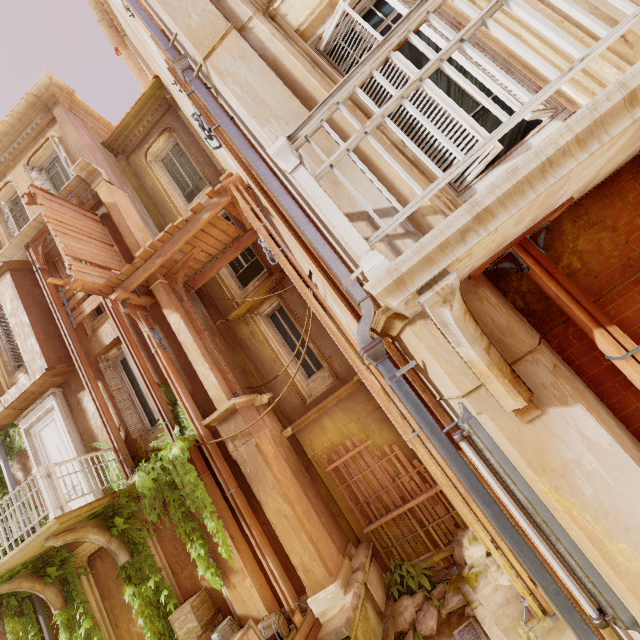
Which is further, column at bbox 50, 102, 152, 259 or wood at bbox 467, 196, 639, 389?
column at bbox 50, 102, 152, 259

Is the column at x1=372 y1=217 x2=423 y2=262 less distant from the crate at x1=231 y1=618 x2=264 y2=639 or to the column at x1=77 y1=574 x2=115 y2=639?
the crate at x1=231 y1=618 x2=264 y2=639

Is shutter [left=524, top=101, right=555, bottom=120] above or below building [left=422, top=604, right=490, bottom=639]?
above

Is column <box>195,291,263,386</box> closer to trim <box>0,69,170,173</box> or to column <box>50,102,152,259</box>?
column <box>50,102,152,259</box>

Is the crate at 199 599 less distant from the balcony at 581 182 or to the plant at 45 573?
the plant at 45 573

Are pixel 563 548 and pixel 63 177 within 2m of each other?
no

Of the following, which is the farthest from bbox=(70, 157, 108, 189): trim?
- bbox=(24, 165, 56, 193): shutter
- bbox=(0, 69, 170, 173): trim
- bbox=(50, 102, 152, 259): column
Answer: bbox=(0, 69, 170, 173): trim

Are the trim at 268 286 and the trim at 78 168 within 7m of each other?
yes
